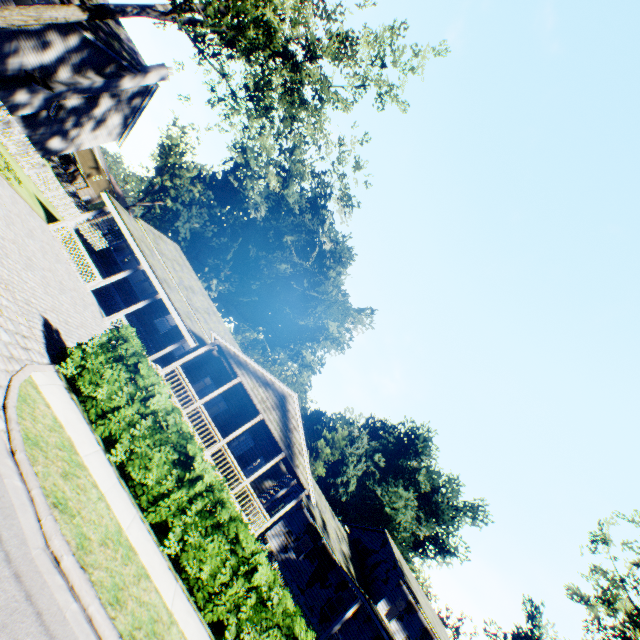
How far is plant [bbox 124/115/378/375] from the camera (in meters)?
45.25

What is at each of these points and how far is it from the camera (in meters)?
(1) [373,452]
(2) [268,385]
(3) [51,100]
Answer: (1) plant, 49.34
(2) flat, 18.94
(3) chimney, 22.75

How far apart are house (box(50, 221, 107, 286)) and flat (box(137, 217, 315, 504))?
3.2 meters

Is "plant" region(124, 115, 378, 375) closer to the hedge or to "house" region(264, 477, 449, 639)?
"house" region(264, 477, 449, 639)

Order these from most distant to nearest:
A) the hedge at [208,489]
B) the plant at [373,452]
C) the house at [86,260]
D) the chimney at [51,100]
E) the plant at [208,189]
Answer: the plant at [208,189], the plant at [373,452], the chimney at [51,100], the house at [86,260], the hedge at [208,489]

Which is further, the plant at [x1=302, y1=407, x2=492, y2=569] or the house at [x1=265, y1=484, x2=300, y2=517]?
the plant at [x1=302, y1=407, x2=492, y2=569]

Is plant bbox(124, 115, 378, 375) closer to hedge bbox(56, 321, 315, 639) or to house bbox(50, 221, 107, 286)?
house bbox(50, 221, 107, 286)

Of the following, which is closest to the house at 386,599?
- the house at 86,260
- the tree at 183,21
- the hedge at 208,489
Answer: the house at 86,260
